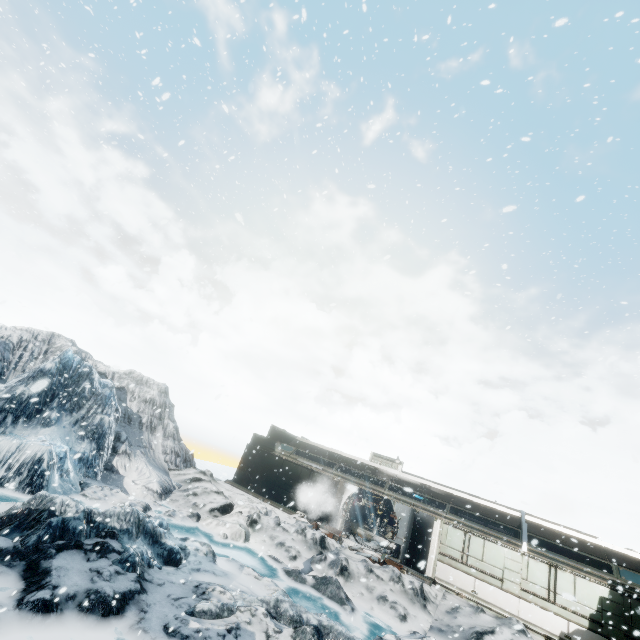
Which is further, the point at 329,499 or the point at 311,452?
the point at 311,452
